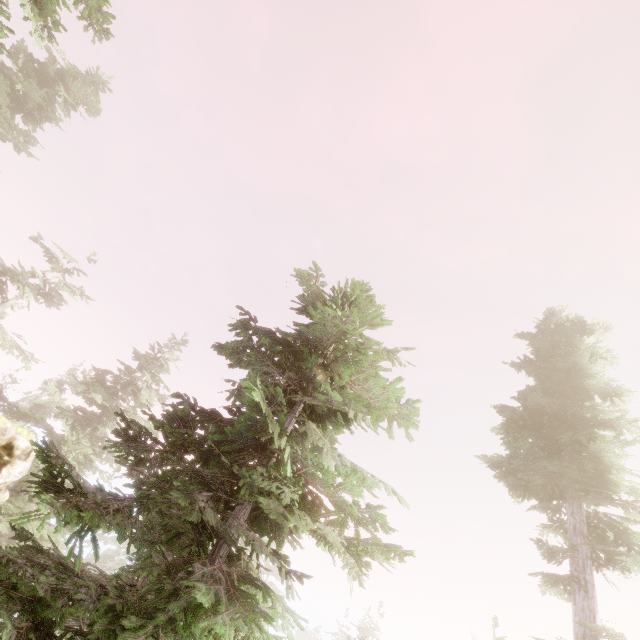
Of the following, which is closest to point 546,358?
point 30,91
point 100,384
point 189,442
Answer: point 189,442

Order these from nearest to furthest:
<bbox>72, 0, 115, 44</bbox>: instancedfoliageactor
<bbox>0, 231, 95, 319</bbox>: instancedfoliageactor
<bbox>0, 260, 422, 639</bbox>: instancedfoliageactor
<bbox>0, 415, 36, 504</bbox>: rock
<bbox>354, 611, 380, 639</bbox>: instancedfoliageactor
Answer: <bbox>0, 260, 422, 639</bbox>: instancedfoliageactor, <bbox>72, 0, 115, 44</bbox>: instancedfoliageactor, <bbox>0, 415, 36, 504</bbox>: rock, <bbox>0, 231, 95, 319</bbox>: instancedfoliageactor, <bbox>354, 611, 380, 639</bbox>: instancedfoliageactor

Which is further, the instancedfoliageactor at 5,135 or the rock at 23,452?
the rock at 23,452

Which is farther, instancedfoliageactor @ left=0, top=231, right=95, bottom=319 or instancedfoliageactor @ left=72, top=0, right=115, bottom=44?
instancedfoliageactor @ left=0, top=231, right=95, bottom=319

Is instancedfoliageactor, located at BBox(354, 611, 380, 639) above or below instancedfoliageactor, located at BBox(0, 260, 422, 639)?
above

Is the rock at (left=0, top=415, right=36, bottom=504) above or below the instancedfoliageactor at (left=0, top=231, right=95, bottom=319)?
below

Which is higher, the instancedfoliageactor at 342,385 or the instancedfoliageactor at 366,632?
the instancedfoliageactor at 366,632
